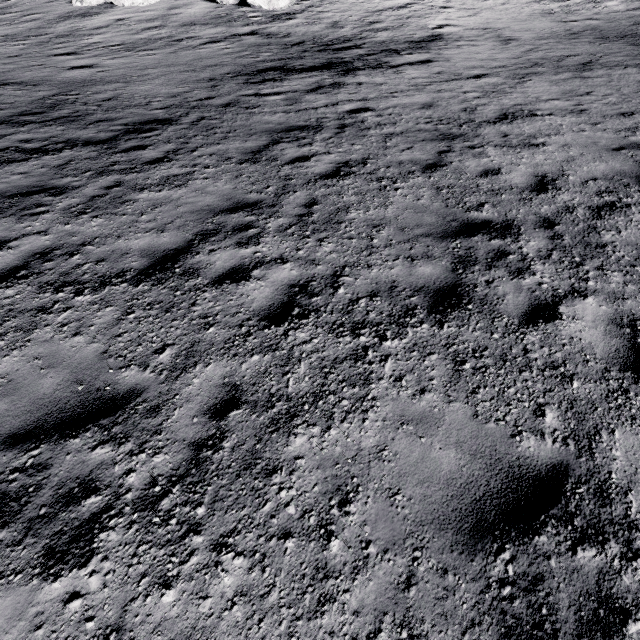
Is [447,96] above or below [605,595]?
below
